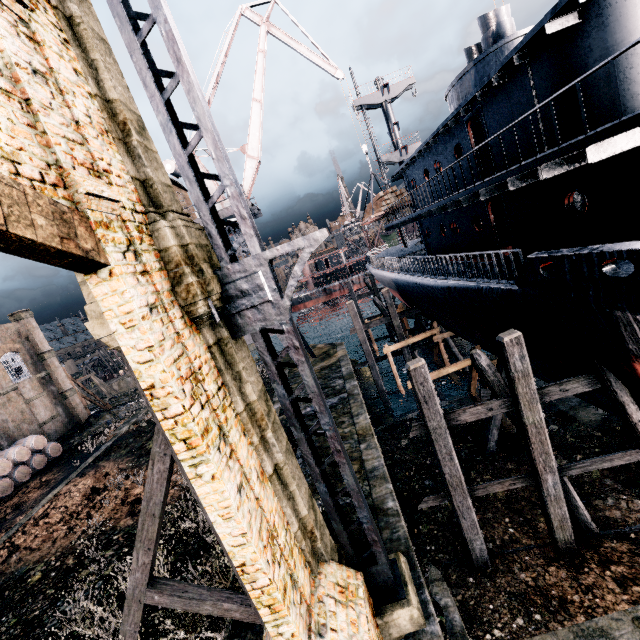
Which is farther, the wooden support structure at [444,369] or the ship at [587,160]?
the wooden support structure at [444,369]

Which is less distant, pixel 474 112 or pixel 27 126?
pixel 27 126

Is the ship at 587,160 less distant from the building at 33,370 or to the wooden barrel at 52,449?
the building at 33,370

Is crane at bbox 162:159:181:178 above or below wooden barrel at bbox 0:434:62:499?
above

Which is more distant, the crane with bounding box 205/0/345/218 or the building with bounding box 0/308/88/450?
the building with bounding box 0/308/88/450

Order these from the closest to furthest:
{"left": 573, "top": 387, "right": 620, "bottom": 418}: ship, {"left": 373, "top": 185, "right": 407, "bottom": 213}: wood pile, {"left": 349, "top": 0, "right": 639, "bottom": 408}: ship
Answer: {"left": 349, "top": 0, "right": 639, "bottom": 408}: ship < {"left": 573, "top": 387, "right": 620, "bottom": 418}: ship < {"left": 373, "top": 185, "right": 407, "bottom": 213}: wood pile

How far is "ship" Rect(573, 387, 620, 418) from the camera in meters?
10.6

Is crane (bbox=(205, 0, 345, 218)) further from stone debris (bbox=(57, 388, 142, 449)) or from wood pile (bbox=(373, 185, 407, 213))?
stone debris (bbox=(57, 388, 142, 449))
